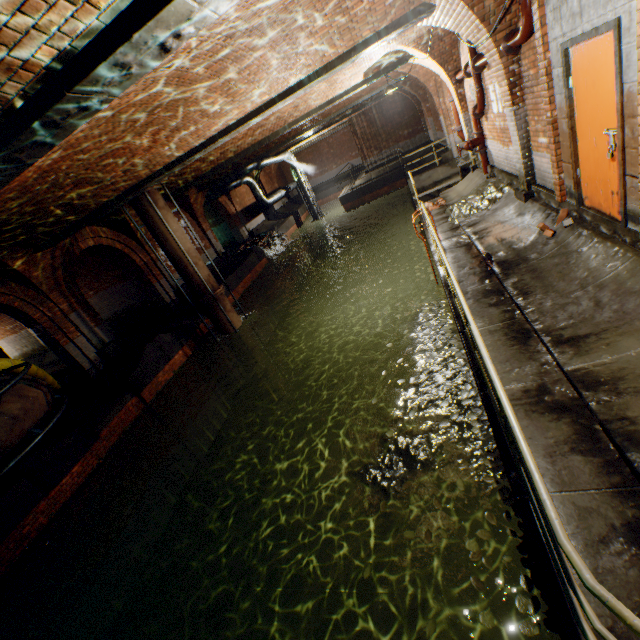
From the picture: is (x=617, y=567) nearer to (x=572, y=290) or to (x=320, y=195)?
(x=572, y=290)

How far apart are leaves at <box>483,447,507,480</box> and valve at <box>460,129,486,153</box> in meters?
8.7 m

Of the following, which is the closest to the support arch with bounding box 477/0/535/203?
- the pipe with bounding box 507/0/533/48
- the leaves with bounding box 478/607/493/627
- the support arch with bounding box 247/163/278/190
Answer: the pipe with bounding box 507/0/533/48

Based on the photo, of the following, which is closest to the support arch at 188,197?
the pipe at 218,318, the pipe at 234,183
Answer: the pipe at 234,183

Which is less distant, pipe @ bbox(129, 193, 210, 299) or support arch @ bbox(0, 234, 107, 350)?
support arch @ bbox(0, 234, 107, 350)

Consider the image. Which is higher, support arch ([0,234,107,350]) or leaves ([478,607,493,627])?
support arch ([0,234,107,350])

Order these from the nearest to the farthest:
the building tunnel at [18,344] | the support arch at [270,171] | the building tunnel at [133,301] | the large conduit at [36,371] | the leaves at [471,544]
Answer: the leaves at [471,544] < the large conduit at [36,371] < the building tunnel at [18,344] < the building tunnel at [133,301] < the support arch at [270,171]

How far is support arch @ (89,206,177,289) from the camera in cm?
1277
